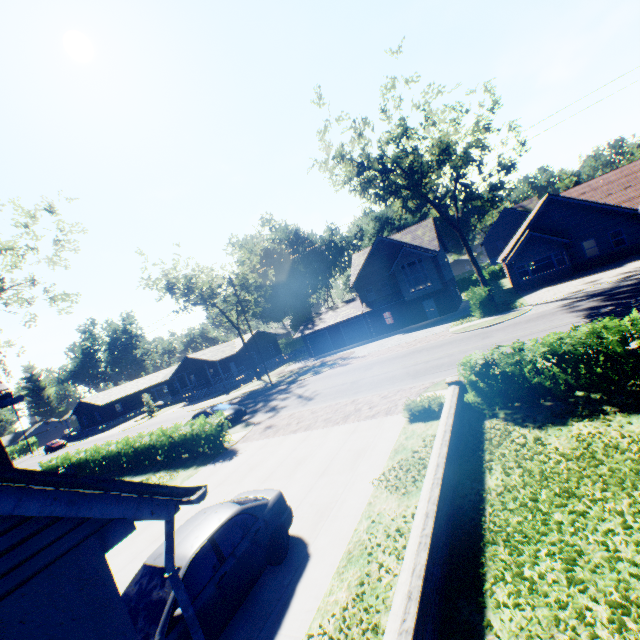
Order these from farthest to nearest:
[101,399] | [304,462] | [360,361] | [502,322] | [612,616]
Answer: [101,399] → [360,361] → [502,322] → [304,462] → [612,616]

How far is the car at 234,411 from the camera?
21.7 meters

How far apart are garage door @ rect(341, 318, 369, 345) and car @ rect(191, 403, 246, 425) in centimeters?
2083cm

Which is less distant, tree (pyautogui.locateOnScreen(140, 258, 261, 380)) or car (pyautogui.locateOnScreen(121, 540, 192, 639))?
car (pyautogui.locateOnScreen(121, 540, 192, 639))

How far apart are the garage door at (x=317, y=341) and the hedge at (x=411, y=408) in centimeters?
3059cm

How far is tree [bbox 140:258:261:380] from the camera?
37.4m

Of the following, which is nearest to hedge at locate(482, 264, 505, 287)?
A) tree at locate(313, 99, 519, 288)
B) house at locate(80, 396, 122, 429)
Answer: tree at locate(313, 99, 519, 288)

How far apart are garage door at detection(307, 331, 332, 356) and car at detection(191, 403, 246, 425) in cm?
2090
